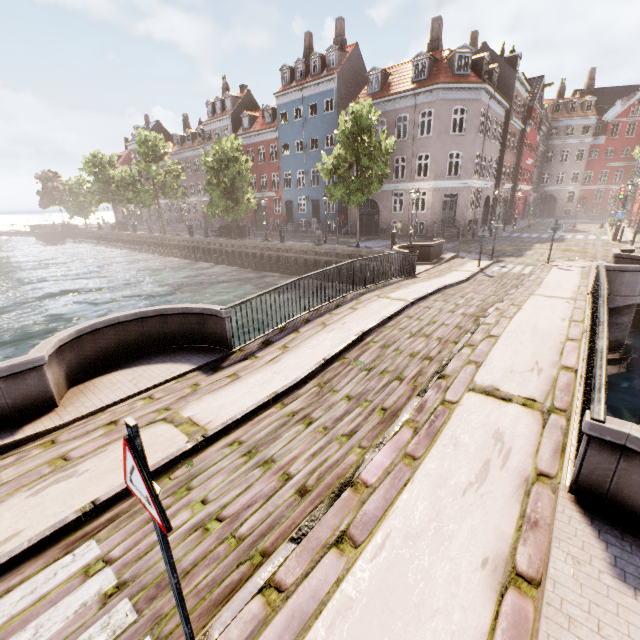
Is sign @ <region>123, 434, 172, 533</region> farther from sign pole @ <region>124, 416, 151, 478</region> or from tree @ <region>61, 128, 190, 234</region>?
tree @ <region>61, 128, 190, 234</region>

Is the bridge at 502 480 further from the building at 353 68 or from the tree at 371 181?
the building at 353 68

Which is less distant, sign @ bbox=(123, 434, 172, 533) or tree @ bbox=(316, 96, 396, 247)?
sign @ bbox=(123, 434, 172, 533)

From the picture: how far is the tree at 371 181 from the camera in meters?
19.1

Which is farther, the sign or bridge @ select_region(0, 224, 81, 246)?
bridge @ select_region(0, 224, 81, 246)

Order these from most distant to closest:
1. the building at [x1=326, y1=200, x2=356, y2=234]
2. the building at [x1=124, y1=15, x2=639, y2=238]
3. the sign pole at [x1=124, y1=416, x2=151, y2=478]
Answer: the building at [x1=326, y1=200, x2=356, y2=234] → the building at [x1=124, y1=15, x2=639, y2=238] → the sign pole at [x1=124, y1=416, x2=151, y2=478]

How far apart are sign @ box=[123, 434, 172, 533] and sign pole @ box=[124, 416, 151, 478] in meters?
0.0

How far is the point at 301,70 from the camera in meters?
31.8 m
